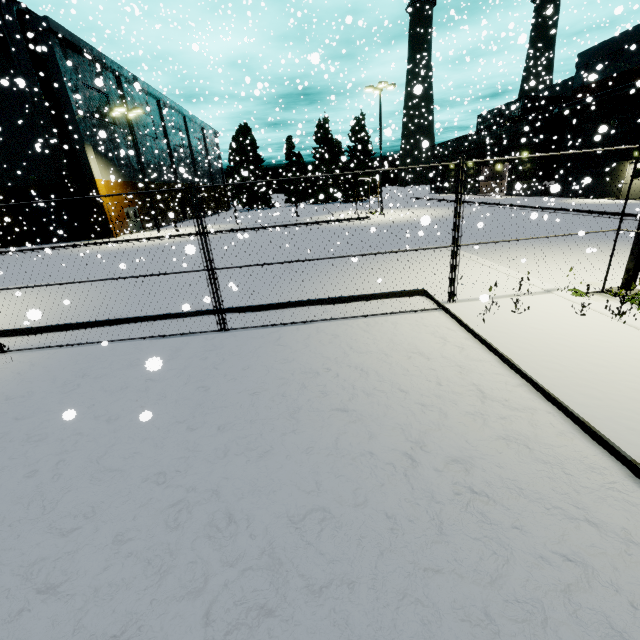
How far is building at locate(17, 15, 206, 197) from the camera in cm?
2403

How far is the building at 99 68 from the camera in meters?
24.0

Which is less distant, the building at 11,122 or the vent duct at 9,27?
the vent duct at 9,27

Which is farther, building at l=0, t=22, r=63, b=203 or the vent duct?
building at l=0, t=22, r=63, b=203

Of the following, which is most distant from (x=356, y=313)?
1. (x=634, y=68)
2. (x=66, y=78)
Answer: (x=66, y=78)

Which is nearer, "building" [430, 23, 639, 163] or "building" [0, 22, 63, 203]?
"building" [430, 23, 639, 163]
